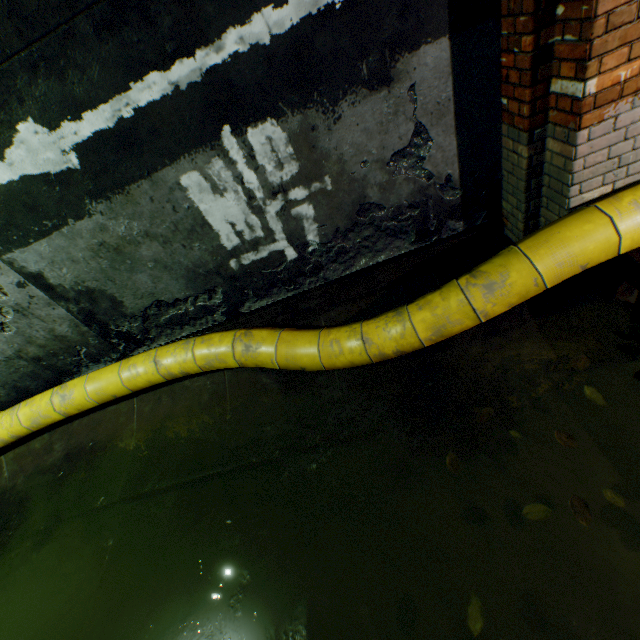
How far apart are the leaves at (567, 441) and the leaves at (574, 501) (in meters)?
0.32

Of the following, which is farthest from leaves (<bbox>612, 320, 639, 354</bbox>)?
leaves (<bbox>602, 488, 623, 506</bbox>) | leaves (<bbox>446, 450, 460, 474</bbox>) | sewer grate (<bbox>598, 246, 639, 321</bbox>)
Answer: leaves (<bbox>446, 450, 460, 474</bbox>)

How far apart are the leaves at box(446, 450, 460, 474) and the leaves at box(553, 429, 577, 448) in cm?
66

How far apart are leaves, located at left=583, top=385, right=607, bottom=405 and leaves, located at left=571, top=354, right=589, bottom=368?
0.2m

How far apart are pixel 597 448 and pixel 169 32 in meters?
3.9 m

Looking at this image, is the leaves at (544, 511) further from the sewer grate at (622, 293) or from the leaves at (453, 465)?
the sewer grate at (622, 293)

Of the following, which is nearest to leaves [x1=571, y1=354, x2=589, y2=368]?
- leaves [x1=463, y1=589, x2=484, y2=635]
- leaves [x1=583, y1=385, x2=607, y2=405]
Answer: leaves [x1=583, y1=385, x2=607, y2=405]

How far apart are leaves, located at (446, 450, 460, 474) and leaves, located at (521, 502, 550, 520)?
0.39m
